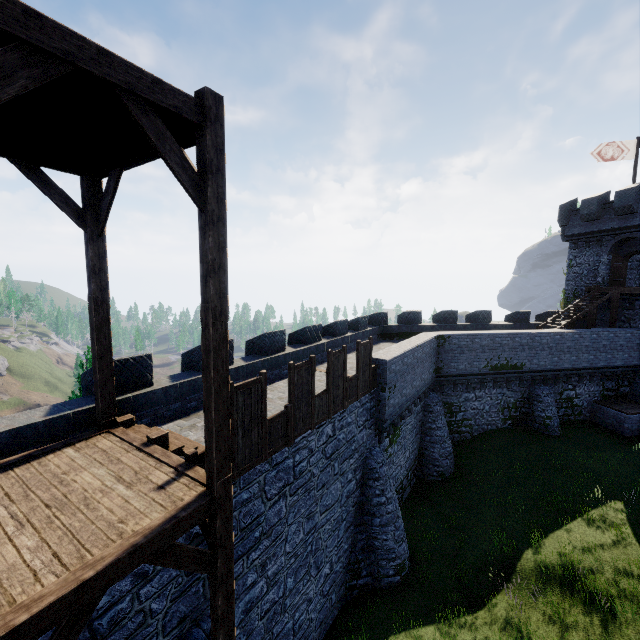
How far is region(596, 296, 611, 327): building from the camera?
25.3 meters

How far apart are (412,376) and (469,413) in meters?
8.4 m

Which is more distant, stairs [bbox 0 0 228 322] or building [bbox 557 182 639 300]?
building [bbox 557 182 639 300]

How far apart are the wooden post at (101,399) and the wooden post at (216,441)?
3.6 meters

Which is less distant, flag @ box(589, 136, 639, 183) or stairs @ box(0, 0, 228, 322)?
stairs @ box(0, 0, 228, 322)

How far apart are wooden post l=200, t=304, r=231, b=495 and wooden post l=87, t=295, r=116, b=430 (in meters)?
3.59

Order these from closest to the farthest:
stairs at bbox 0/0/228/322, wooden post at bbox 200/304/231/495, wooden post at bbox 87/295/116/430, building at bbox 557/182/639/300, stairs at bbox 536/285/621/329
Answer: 1. stairs at bbox 0/0/228/322
2. wooden post at bbox 200/304/231/495
3. wooden post at bbox 87/295/116/430
4. stairs at bbox 536/285/621/329
5. building at bbox 557/182/639/300

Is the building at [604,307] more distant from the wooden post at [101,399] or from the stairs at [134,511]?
the wooden post at [101,399]
